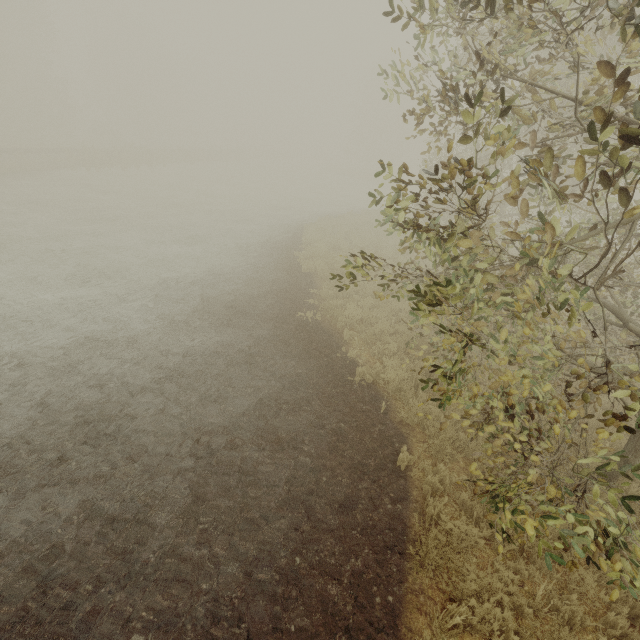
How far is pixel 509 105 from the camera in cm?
249
